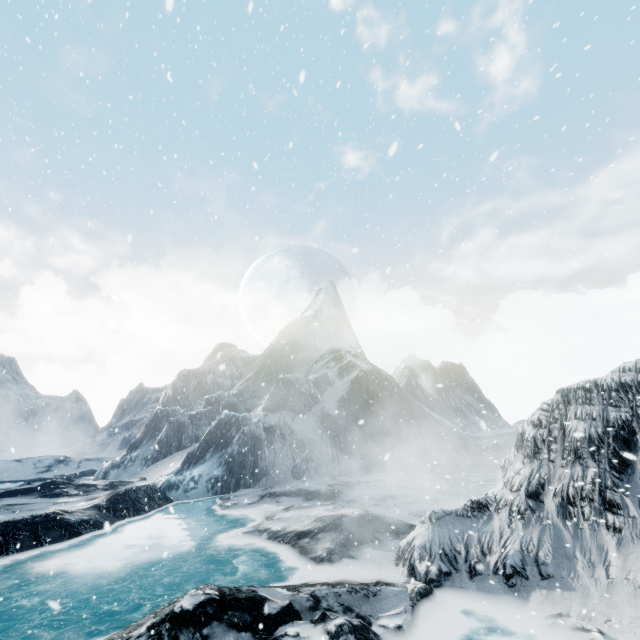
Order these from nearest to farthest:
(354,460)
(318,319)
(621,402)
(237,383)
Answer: (621,402), (354,460), (237,383), (318,319)
